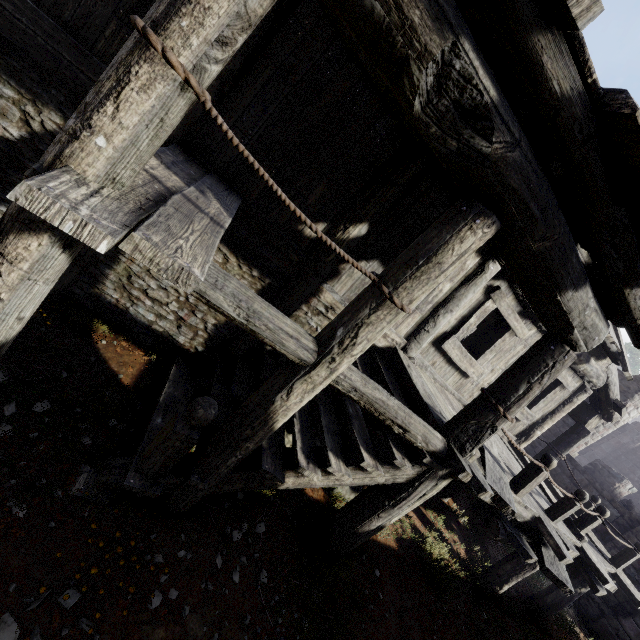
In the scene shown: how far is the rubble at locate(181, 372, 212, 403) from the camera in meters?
4.7

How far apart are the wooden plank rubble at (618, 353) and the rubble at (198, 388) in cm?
496

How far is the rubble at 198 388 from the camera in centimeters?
470cm

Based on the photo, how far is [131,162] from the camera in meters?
2.0

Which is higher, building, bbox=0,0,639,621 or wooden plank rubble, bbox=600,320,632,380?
wooden plank rubble, bbox=600,320,632,380

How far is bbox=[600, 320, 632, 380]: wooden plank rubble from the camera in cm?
622

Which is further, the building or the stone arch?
the stone arch

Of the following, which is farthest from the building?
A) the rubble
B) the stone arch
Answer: the rubble
